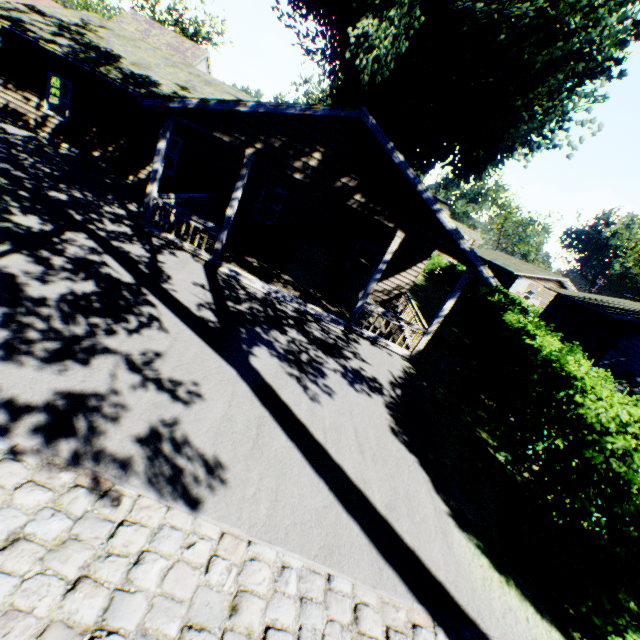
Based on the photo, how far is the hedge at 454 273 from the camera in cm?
3006

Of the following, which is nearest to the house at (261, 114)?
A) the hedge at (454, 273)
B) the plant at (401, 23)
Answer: the plant at (401, 23)

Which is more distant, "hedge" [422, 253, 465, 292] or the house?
"hedge" [422, 253, 465, 292]

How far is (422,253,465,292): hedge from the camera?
30.1m

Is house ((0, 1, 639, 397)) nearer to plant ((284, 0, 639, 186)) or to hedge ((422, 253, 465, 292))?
plant ((284, 0, 639, 186))

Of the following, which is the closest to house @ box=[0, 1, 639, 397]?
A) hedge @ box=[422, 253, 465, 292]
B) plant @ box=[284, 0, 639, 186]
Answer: plant @ box=[284, 0, 639, 186]

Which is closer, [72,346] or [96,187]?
[72,346]
